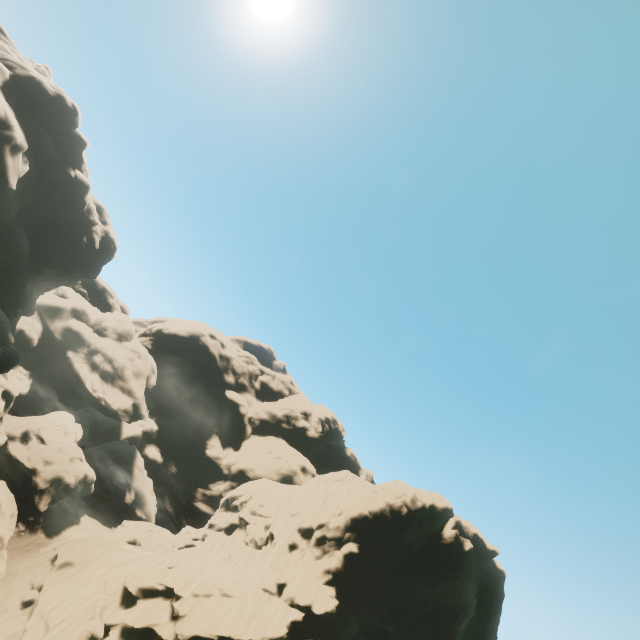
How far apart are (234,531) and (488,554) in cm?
4007

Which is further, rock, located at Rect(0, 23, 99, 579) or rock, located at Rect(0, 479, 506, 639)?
rock, located at Rect(0, 23, 99, 579)

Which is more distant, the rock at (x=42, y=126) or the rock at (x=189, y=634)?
the rock at (x=42, y=126)
